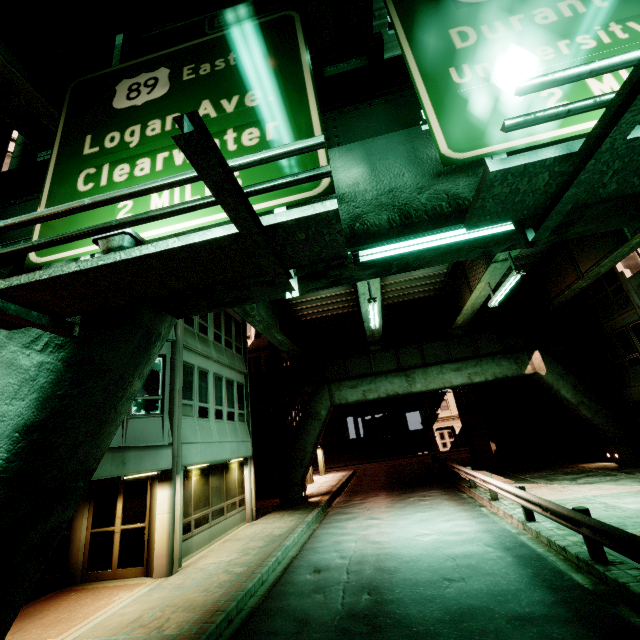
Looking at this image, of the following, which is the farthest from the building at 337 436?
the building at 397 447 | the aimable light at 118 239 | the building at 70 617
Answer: the aimable light at 118 239

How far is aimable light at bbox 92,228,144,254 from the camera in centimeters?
305cm

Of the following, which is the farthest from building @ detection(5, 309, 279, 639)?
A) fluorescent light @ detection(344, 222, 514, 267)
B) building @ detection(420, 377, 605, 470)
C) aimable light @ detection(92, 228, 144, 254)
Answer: building @ detection(420, 377, 605, 470)

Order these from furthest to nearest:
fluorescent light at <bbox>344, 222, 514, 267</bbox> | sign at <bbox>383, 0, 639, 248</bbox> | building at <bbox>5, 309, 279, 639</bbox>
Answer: building at <bbox>5, 309, 279, 639</bbox>
fluorescent light at <bbox>344, 222, 514, 267</bbox>
sign at <bbox>383, 0, 639, 248</bbox>

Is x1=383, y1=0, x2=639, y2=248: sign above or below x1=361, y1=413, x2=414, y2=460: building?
above

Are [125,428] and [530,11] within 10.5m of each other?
no

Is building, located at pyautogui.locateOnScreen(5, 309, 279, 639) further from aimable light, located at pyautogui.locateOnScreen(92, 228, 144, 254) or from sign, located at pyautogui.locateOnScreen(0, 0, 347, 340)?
aimable light, located at pyautogui.locateOnScreen(92, 228, 144, 254)

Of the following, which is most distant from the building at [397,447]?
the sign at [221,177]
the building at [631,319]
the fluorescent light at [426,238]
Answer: the sign at [221,177]
